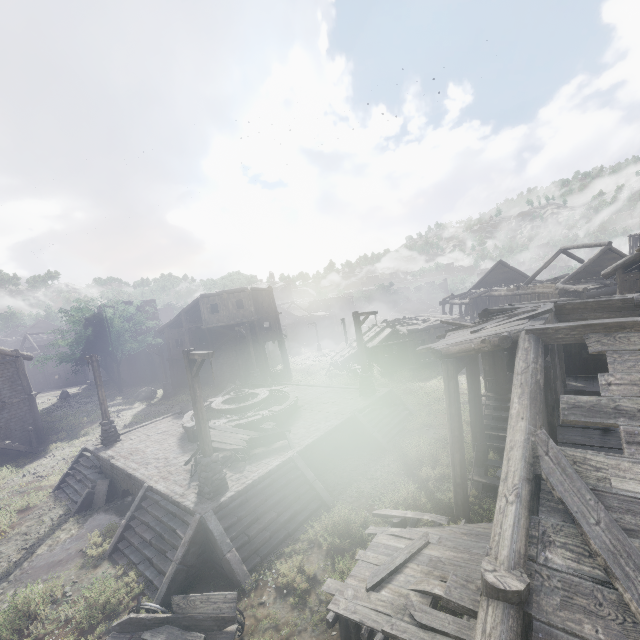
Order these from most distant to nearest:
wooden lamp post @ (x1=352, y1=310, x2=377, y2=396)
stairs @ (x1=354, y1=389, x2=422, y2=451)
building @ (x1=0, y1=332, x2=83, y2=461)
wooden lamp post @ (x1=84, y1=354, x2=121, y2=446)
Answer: building @ (x1=0, y1=332, x2=83, y2=461)
wooden lamp post @ (x1=352, y1=310, x2=377, y2=396)
wooden lamp post @ (x1=84, y1=354, x2=121, y2=446)
stairs @ (x1=354, y1=389, x2=422, y2=451)

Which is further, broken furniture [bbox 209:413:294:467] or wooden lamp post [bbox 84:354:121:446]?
wooden lamp post [bbox 84:354:121:446]

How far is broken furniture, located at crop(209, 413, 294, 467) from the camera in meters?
12.5

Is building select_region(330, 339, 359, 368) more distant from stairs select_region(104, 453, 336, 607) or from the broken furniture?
the broken furniture

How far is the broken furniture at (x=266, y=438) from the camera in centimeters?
1248cm

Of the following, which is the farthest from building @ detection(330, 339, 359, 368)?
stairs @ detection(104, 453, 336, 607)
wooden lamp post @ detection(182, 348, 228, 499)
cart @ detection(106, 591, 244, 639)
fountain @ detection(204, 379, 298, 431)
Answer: fountain @ detection(204, 379, 298, 431)

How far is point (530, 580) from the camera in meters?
4.2 m

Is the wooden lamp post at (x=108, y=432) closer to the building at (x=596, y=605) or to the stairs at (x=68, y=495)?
the stairs at (x=68, y=495)
